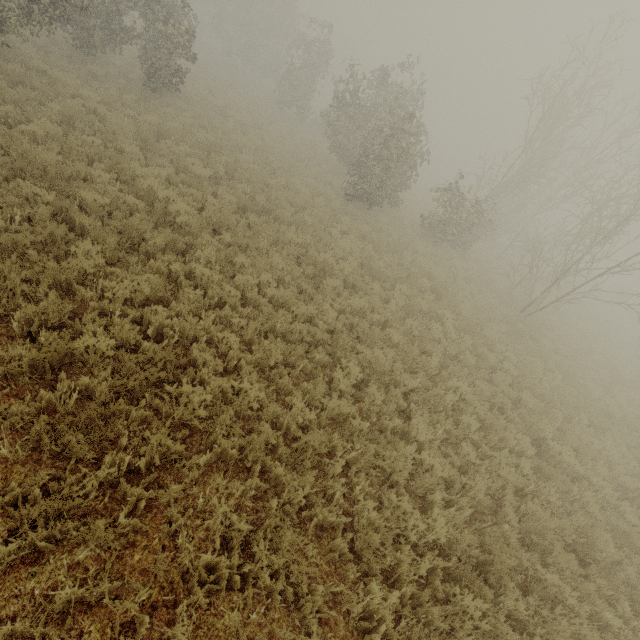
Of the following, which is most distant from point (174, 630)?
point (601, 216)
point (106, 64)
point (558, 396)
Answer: point (106, 64)

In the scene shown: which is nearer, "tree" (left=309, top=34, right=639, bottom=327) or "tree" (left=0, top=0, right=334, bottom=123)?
"tree" (left=0, top=0, right=334, bottom=123)

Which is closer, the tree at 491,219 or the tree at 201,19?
the tree at 201,19
